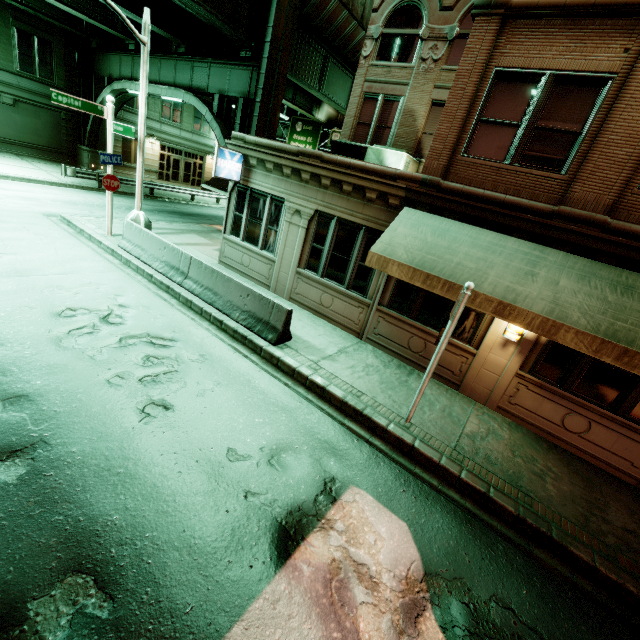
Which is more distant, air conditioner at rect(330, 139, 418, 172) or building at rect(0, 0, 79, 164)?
building at rect(0, 0, 79, 164)

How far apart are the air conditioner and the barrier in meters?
7.8

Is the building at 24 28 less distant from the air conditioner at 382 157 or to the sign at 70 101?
the sign at 70 101

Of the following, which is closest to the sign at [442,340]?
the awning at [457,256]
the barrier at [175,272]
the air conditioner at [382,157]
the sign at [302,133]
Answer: the awning at [457,256]

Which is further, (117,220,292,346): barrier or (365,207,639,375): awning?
(117,220,292,346): barrier

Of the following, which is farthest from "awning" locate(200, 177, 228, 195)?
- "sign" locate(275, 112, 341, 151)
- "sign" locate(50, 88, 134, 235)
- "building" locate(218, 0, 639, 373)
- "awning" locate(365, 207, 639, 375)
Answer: "sign" locate(275, 112, 341, 151)

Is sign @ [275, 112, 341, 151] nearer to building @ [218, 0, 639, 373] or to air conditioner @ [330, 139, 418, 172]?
building @ [218, 0, 639, 373]

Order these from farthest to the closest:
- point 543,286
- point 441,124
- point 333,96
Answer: point 333,96 < point 441,124 < point 543,286
